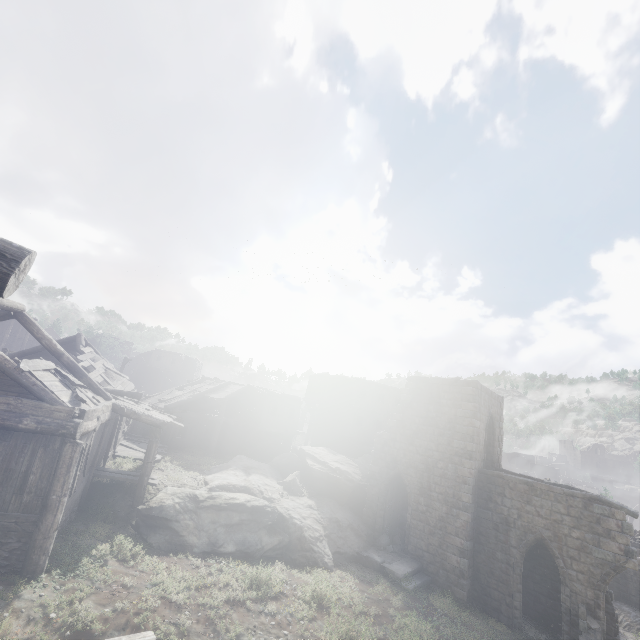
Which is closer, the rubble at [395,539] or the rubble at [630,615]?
the rubble at [395,539]

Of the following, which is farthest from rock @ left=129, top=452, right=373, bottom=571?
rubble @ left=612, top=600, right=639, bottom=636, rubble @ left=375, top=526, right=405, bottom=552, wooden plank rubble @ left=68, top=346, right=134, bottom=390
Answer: rubble @ left=612, top=600, right=639, bottom=636

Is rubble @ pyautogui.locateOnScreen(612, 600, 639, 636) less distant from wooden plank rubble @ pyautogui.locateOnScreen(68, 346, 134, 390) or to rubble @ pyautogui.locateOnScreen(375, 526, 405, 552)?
rubble @ pyautogui.locateOnScreen(375, 526, 405, 552)

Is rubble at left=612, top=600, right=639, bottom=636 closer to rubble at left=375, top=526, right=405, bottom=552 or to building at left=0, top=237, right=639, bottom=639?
building at left=0, top=237, right=639, bottom=639

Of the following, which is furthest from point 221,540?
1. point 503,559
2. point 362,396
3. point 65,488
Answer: point 362,396

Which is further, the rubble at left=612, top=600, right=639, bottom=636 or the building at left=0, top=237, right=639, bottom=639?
the rubble at left=612, top=600, right=639, bottom=636

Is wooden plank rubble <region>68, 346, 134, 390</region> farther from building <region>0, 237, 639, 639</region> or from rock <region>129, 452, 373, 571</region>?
rock <region>129, 452, 373, 571</region>

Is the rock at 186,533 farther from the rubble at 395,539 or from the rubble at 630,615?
the rubble at 630,615
